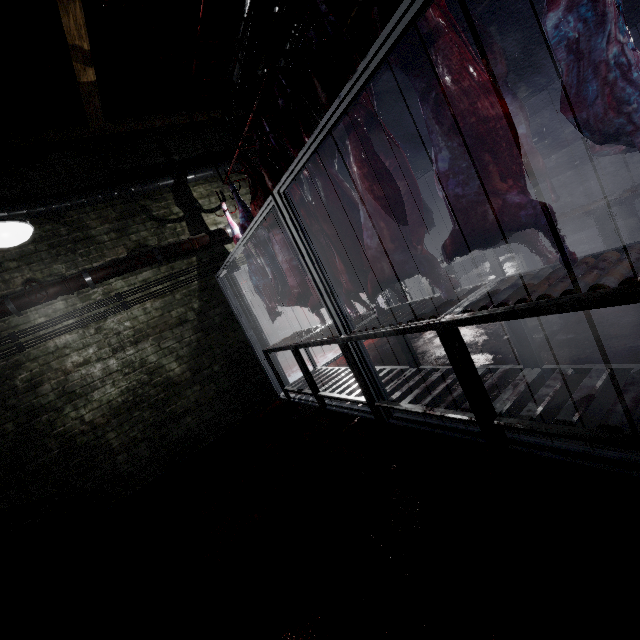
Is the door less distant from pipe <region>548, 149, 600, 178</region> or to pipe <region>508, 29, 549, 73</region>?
pipe <region>508, 29, 549, 73</region>

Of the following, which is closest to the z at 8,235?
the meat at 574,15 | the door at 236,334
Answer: the door at 236,334

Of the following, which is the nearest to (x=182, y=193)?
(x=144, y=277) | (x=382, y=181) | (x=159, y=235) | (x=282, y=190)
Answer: (x=159, y=235)

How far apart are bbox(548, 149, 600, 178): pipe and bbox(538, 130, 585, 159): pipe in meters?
0.1

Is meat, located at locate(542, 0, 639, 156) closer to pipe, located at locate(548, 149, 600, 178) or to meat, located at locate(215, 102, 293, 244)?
meat, located at locate(215, 102, 293, 244)

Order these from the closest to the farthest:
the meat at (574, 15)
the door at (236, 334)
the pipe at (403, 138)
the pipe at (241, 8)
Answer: the meat at (574, 15)
the pipe at (241, 8)
the door at (236, 334)
the pipe at (403, 138)

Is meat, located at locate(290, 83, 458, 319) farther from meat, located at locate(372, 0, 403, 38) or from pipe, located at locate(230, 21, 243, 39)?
pipe, located at locate(230, 21, 243, 39)
